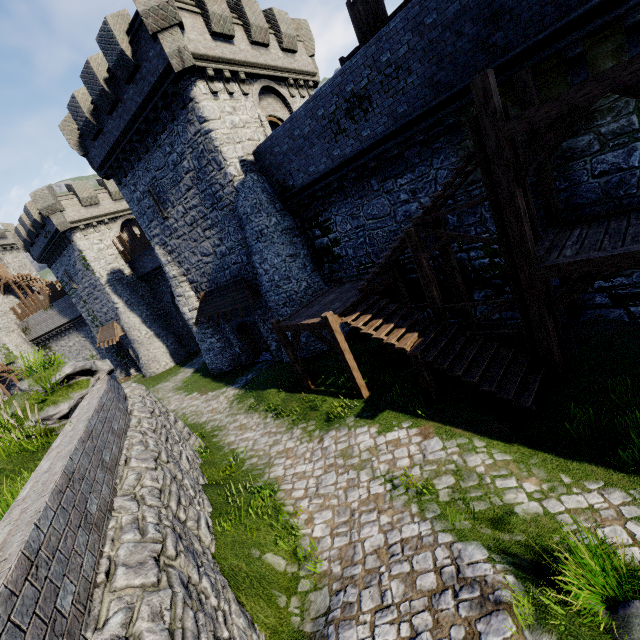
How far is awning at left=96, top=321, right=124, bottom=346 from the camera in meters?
29.3

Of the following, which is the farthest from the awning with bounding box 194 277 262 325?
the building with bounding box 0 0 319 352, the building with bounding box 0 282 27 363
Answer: the building with bounding box 0 282 27 363

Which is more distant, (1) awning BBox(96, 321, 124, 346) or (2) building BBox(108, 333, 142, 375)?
(2) building BBox(108, 333, 142, 375)

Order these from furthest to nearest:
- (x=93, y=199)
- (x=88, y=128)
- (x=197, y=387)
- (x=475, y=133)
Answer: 1. (x=93, y=199)
2. (x=197, y=387)
3. (x=88, y=128)
4. (x=475, y=133)

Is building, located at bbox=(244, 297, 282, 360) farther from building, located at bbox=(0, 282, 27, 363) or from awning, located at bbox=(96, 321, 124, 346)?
building, located at bbox=(0, 282, 27, 363)

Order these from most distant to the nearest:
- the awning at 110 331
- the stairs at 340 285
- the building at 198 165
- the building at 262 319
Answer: the awning at 110 331 < the building at 262 319 < the building at 198 165 < the stairs at 340 285

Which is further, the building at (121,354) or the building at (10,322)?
the building at (10,322)
